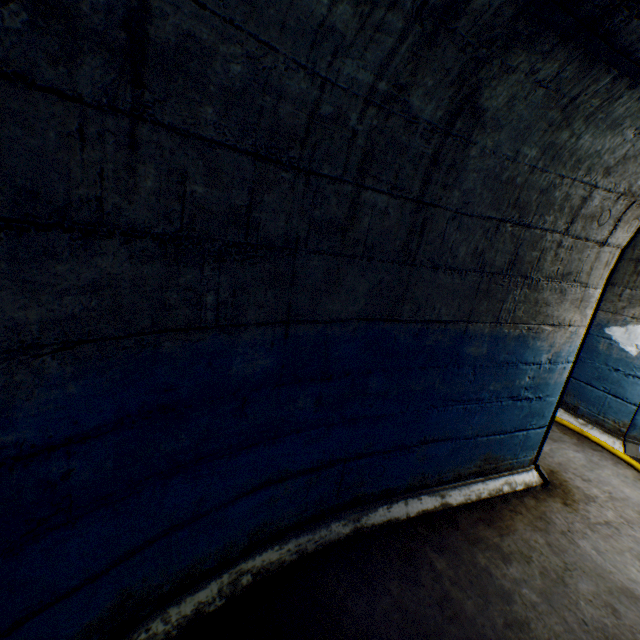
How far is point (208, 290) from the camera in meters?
1.2 m
